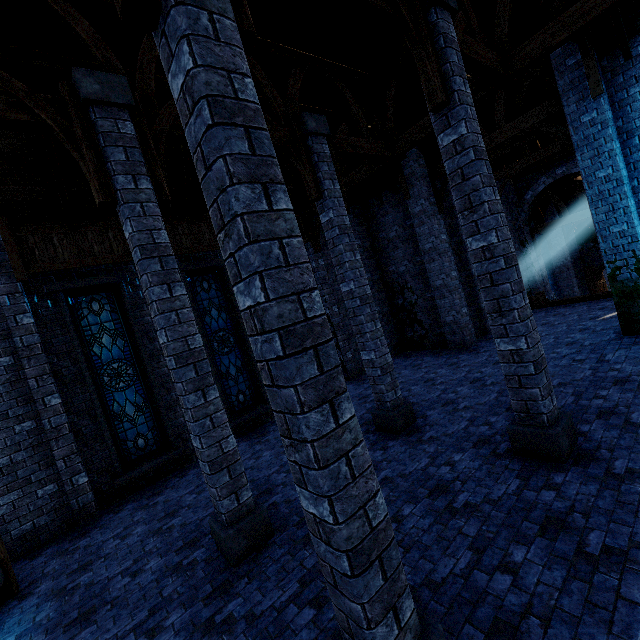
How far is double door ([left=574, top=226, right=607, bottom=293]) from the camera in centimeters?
2255cm

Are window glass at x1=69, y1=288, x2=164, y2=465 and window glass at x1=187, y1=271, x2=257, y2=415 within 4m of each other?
yes

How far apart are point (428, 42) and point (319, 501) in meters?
5.8 m

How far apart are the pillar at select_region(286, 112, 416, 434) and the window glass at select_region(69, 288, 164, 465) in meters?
5.9

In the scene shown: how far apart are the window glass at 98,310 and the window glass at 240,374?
1.9m

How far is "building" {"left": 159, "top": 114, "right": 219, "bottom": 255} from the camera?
8.83m

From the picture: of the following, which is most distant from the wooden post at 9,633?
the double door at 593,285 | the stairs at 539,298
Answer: the double door at 593,285

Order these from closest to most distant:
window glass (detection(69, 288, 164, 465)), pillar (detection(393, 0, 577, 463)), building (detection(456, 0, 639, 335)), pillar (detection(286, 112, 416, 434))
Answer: pillar (detection(393, 0, 577, 463))
building (detection(456, 0, 639, 335))
pillar (detection(286, 112, 416, 434))
window glass (detection(69, 288, 164, 465))
